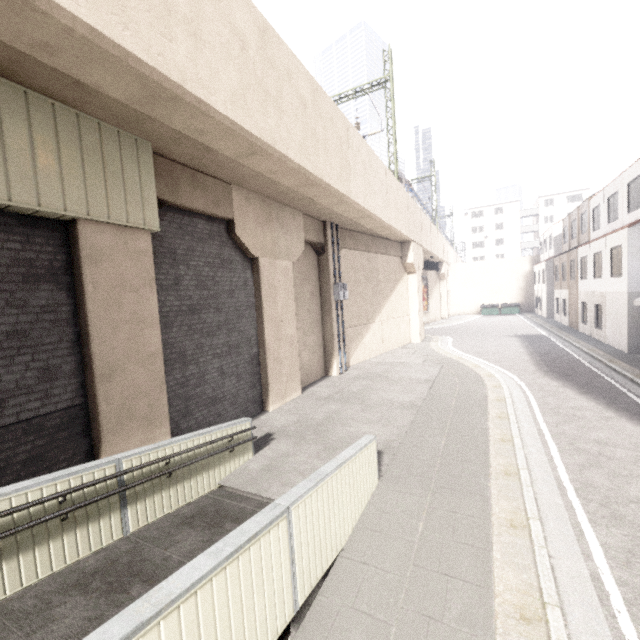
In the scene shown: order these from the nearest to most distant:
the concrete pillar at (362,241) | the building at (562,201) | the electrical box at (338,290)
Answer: the electrical box at (338,290)
the concrete pillar at (362,241)
the building at (562,201)

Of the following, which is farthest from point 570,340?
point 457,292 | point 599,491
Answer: point 457,292

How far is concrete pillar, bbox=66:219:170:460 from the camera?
5.60m

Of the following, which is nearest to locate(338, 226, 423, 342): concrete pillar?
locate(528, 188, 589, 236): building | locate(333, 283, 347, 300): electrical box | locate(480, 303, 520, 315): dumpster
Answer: locate(333, 283, 347, 300): electrical box

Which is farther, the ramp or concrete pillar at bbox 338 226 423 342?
concrete pillar at bbox 338 226 423 342

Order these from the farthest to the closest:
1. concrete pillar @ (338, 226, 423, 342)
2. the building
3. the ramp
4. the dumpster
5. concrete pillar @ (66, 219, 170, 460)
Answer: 1. the building
2. the dumpster
3. concrete pillar @ (338, 226, 423, 342)
4. concrete pillar @ (66, 219, 170, 460)
5. the ramp

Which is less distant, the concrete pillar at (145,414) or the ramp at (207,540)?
the ramp at (207,540)

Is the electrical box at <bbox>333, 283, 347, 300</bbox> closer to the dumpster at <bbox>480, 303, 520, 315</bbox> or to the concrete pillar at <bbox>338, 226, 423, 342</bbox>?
the concrete pillar at <bbox>338, 226, 423, 342</bbox>
